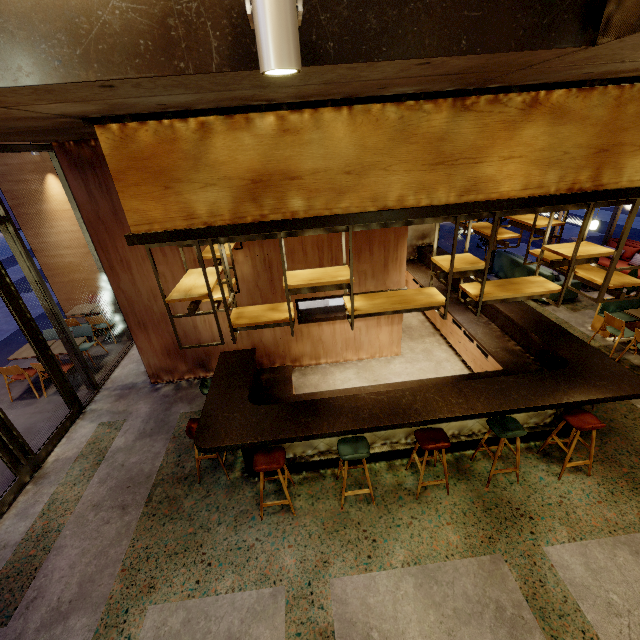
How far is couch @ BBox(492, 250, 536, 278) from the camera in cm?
911

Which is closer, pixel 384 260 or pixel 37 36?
pixel 37 36

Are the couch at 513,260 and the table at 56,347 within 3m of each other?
no

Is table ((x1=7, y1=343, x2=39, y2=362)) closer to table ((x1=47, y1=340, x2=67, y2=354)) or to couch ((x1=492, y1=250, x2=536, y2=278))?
table ((x1=47, y1=340, x2=67, y2=354))

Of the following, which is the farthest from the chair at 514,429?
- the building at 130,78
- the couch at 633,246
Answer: the couch at 633,246

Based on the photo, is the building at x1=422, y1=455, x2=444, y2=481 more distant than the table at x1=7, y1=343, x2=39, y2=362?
No

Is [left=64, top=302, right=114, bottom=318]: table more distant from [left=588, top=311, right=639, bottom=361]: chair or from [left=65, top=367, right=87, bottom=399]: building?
[left=588, top=311, right=639, bottom=361]: chair

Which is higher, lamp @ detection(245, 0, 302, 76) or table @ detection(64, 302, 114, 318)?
lamp @ detection(245, 0, 302, 76)
